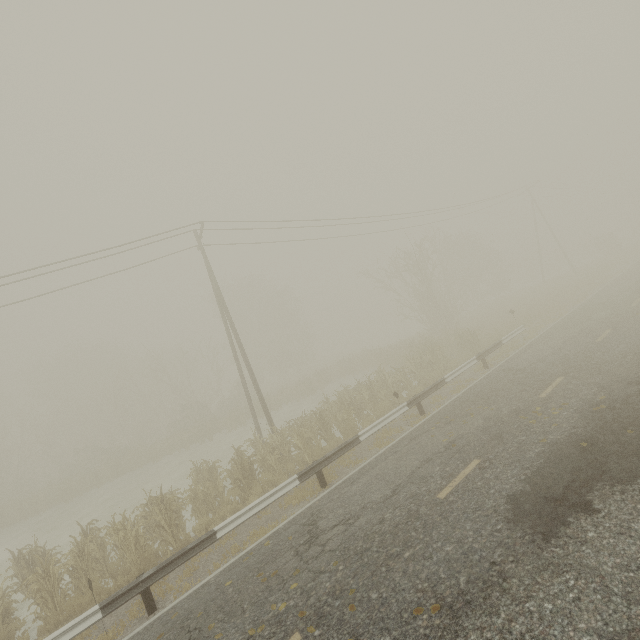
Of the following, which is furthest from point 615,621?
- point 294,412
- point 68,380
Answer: point 68,380
